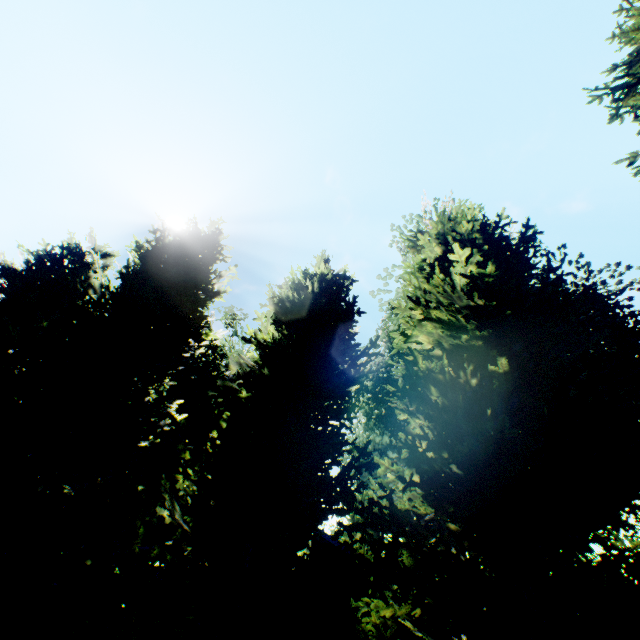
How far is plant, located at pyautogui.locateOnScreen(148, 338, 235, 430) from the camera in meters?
26.3 m

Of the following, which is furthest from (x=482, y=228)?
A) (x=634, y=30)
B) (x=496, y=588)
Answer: (x=496, y=588)

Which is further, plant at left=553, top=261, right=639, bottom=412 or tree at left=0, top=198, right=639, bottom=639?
A: plant at left=553, top=261, right=639, bottom=412

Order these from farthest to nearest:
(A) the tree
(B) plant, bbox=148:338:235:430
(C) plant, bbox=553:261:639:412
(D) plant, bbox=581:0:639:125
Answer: (B) plant, bbox=148:338:235:430
(C) plant, bbox=553:261:639:412
(D) plant, bbox=581:0:639:125
(A) the tree

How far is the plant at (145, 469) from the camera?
22.9m

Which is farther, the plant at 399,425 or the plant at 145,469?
the plant at 145,469

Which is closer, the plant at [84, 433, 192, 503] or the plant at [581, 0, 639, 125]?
the plant at [581, 0, 639, 125]
